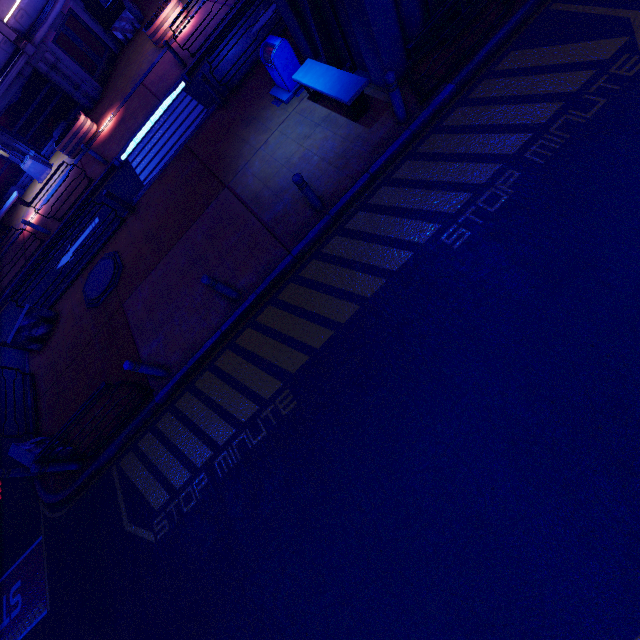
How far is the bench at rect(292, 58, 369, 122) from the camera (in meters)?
7.16

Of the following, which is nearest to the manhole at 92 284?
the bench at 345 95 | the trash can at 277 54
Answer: the trash can at 277 54

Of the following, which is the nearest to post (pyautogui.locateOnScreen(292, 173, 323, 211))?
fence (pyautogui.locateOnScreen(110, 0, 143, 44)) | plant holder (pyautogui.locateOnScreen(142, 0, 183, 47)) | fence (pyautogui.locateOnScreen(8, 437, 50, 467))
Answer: fence (pyautogui.locateOnScreen(8, 437, 50, 467))

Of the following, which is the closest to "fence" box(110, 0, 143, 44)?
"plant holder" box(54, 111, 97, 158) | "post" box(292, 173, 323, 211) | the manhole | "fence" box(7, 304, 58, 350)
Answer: "plant holder" box(54, 111, 97, 158)

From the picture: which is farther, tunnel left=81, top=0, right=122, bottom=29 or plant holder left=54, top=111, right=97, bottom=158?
tunnel left=81, top=0, right=122, bottom=29

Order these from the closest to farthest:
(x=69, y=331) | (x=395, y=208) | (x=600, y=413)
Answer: (x=600, y=413) → (x=395, y=208) → (x=69, y=331)

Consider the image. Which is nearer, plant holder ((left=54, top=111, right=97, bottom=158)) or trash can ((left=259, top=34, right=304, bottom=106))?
trash can ((left=259, top=34, right=304, bottom=106))

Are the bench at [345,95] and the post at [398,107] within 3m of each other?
yes
